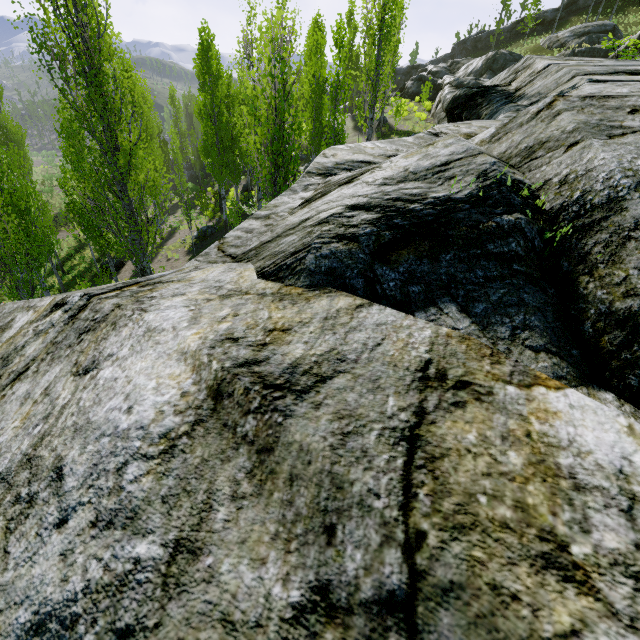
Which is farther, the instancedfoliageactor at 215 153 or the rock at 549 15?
the rock at 549 15

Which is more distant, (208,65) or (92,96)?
(208,65)

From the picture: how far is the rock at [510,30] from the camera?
51.5 meters

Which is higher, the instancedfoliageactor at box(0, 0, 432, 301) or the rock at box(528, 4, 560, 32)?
the rock at box(528, 4, 560, 32)

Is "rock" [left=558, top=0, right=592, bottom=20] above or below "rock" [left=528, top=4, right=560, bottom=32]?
above

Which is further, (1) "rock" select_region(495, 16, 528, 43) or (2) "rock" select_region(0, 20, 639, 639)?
(1) "rock" select_region(495, 16, 528, 43)

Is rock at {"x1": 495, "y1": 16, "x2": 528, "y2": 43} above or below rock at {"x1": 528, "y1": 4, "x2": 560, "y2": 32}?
below
